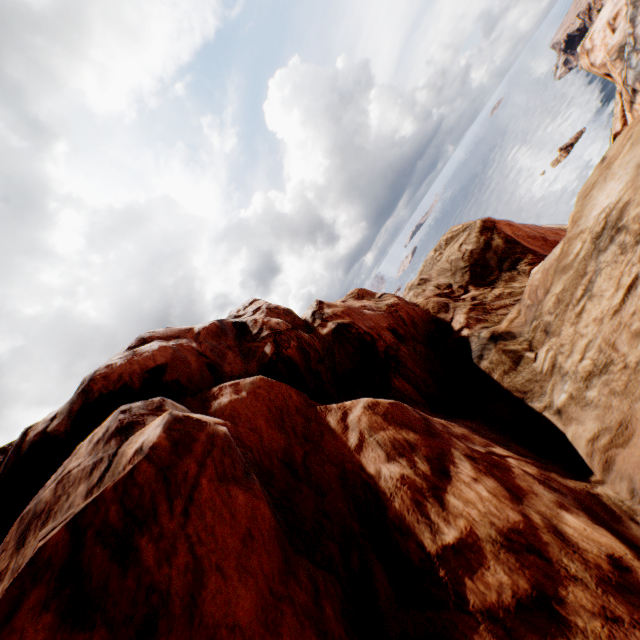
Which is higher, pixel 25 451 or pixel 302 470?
pixel 25 451
